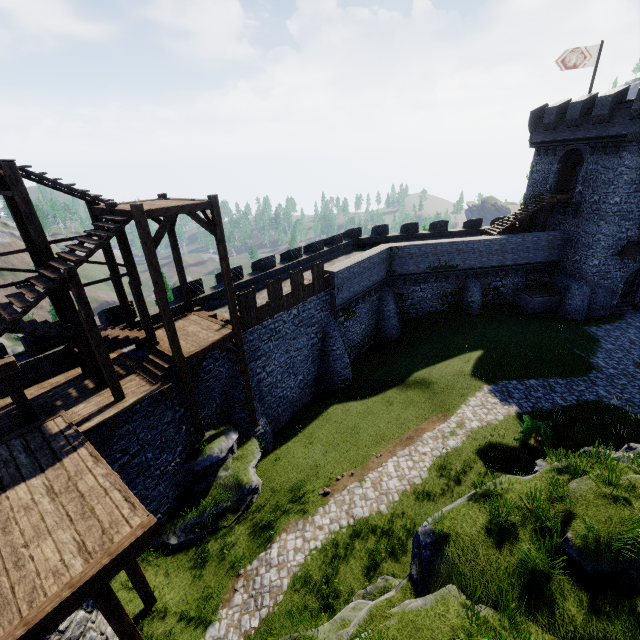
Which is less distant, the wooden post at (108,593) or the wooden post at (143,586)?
the wooden post at (108,593)

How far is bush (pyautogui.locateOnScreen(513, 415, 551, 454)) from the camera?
15.45m

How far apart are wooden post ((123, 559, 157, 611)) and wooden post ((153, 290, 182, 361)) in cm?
520

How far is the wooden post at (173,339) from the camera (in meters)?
11.87

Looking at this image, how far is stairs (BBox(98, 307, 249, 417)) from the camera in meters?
13.2 m

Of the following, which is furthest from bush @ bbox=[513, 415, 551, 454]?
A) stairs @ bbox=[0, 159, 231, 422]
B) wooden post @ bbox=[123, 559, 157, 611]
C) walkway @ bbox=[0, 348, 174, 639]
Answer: wooden post @ bbox=[123, 559, 157, 611]

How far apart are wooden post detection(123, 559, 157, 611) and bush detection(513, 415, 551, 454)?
16.6 meters

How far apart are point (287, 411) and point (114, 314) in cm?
1201
